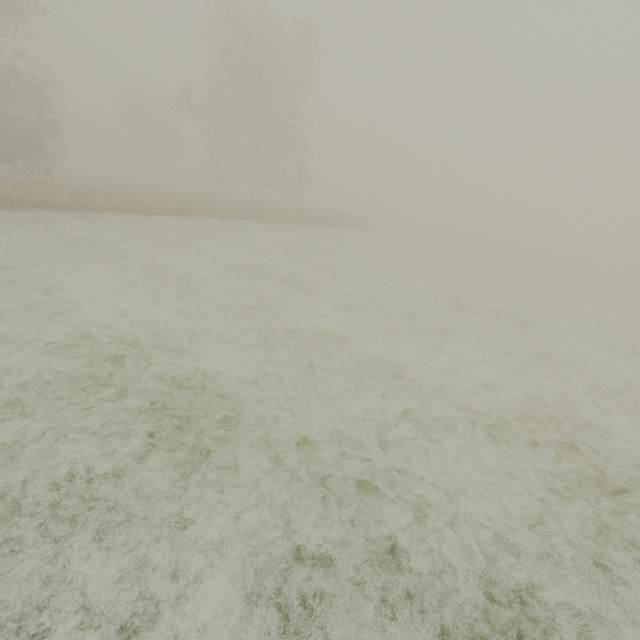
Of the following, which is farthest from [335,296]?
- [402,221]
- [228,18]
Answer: [402,221]
